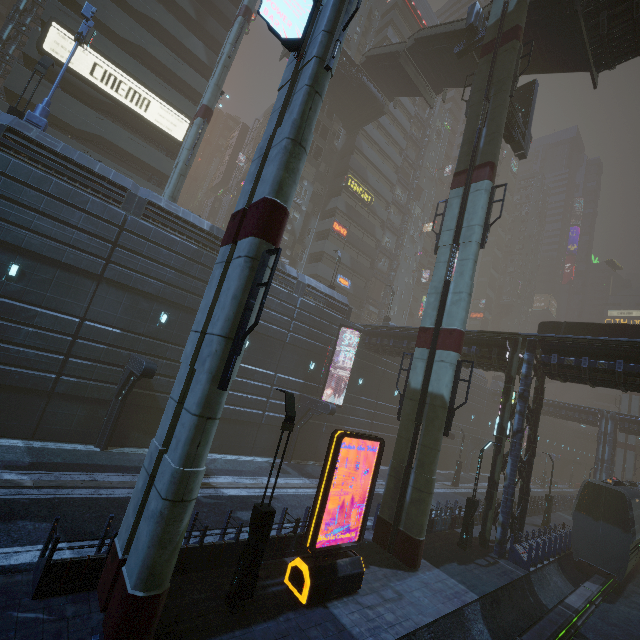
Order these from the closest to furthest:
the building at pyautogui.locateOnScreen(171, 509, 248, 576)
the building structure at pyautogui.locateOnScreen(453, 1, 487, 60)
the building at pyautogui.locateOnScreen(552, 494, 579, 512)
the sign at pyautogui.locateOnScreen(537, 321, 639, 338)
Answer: the building at pyautogui.locateOnScreen(171, 509, 248, 576) → the sign at pyautogui.locateOnScreen(537, 321, 639, 338) → the building structure at pyautogui.locateOnScreen(453, 1, 487, 60) → the building at pyautogui.locateOnScreen(552, 494, 579, 512)

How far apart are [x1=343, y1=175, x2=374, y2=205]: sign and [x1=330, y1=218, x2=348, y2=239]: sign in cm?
434

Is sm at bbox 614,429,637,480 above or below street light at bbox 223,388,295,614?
above

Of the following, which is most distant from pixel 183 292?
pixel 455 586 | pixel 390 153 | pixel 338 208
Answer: pixel 390 153

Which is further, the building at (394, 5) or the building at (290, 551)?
the building at (394, 5)

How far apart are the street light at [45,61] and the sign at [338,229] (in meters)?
26.59

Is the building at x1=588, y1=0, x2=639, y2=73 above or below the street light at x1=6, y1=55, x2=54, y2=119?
above

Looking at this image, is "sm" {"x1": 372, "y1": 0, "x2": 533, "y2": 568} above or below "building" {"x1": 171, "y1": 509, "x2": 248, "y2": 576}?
above
